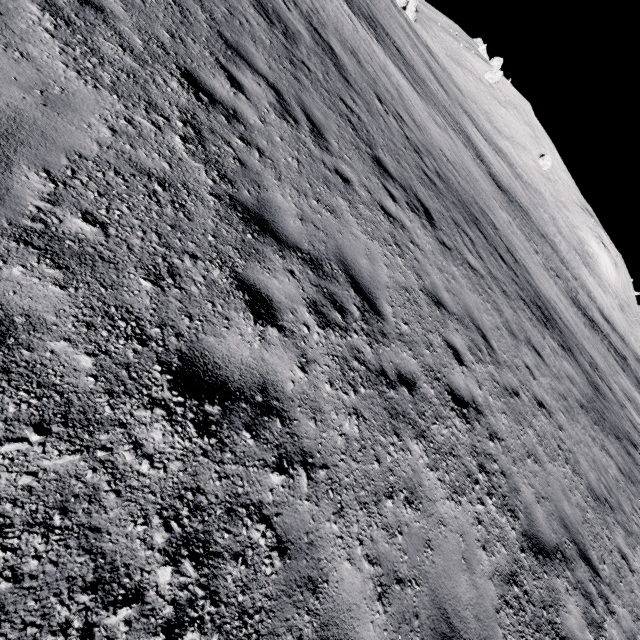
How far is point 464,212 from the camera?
12.79m
